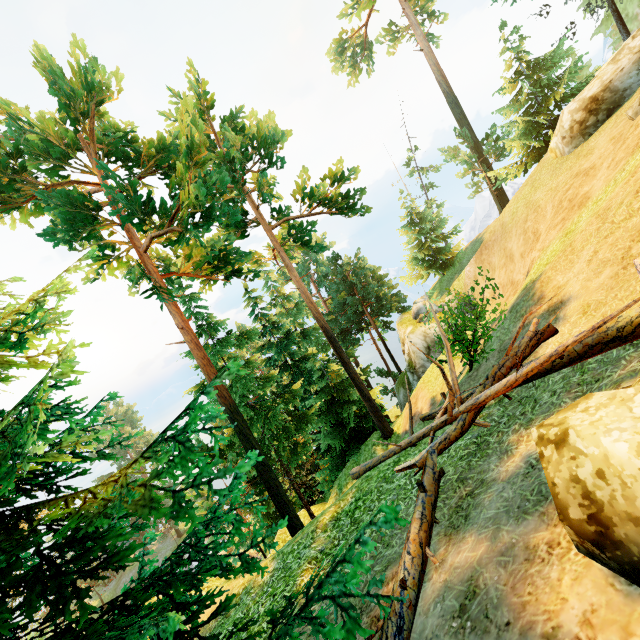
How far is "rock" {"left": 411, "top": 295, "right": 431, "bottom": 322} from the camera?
26.9 meters

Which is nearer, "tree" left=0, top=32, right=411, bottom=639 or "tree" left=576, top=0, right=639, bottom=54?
"tree" left=0, top=32, right=411, bottom=639

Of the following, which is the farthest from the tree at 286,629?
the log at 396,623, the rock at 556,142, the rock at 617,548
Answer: the rock at 556,142

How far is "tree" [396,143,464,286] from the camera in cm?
3120

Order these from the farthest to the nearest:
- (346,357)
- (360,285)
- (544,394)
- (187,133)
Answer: (360,285), (346,357), (187,133), (544,394)

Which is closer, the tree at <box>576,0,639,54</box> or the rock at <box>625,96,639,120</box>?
the rock at <box>625,96,639,120</box>

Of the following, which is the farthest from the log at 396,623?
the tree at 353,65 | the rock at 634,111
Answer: the rock at 634,111

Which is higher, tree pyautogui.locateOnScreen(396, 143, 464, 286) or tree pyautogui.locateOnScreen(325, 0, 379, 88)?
tree pyautogui.locateOnScreen(325, 0, 379, 88)
